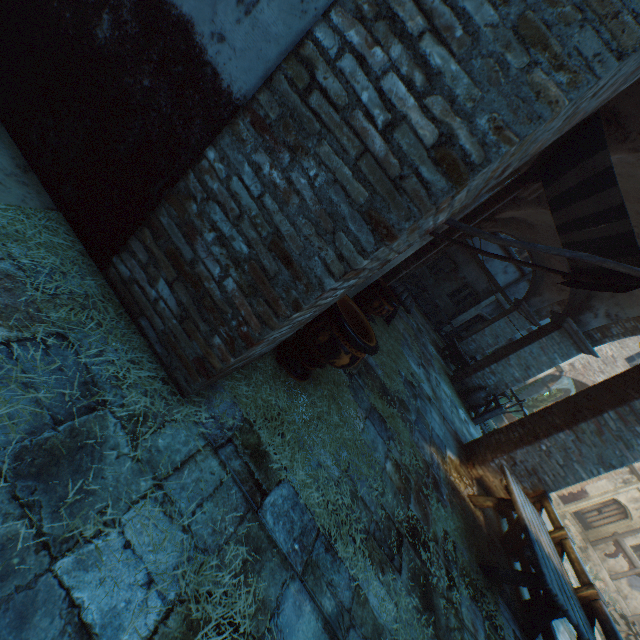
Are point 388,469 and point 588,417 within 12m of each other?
yes

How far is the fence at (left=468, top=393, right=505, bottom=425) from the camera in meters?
9.8 m

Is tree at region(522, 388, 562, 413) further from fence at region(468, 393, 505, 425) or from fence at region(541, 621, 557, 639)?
fence at region(468, 393, 505, 425)

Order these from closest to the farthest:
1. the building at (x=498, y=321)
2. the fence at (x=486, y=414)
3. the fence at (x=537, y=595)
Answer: the fence at (x=537, y=595) → the fence at (x=486, y=414) → the building at (x=498, y=321)

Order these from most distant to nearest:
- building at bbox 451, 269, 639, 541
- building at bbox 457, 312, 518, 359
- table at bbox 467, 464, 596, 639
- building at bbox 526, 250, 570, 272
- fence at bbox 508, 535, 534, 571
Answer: building at bbox 457, 312, 518, 359 → building at bbox 526, 250, 570, 272 → building at bbox 451, 269, 639, 541 → fence at bbox 508, 535, 534, 571 → table at bbox 467, 464, 596, 639

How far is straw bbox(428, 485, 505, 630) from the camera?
3.9 meters

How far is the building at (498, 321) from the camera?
14.81m

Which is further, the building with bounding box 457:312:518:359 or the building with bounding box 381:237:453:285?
the building with bounding box 457:312:518:359
